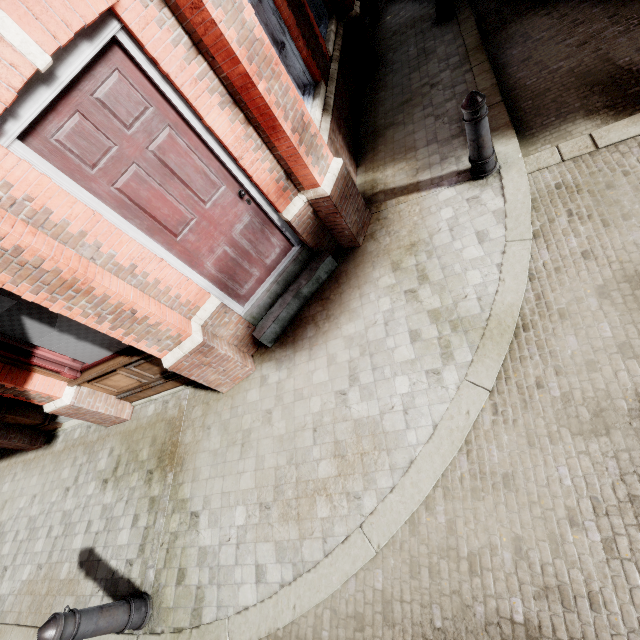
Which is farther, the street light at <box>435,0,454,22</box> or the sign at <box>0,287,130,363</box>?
the street light at <box>435,0,454,22</box>

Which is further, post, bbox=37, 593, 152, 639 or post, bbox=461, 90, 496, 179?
post, bbox=461, 90, 496, 179

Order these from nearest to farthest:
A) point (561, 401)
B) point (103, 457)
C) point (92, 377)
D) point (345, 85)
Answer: point (561, 401)
point (92, 377)
point (103, 457)
point (345, 85)

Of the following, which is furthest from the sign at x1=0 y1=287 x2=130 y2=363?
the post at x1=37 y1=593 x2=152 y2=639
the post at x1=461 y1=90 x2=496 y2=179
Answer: the post at x1=461 y1=90 x2=496 y2=179

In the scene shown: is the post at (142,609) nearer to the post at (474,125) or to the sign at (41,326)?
the sign at (41,326)

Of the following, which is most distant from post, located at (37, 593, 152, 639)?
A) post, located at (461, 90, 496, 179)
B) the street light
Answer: the street light

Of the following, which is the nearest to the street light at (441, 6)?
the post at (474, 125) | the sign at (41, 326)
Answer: the post at (474, 125)

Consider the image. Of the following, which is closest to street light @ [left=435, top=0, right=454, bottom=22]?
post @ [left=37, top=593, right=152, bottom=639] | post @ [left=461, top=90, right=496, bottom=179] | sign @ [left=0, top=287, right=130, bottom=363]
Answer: → post @ [left=461, top=90, right=496, bottom=179]
